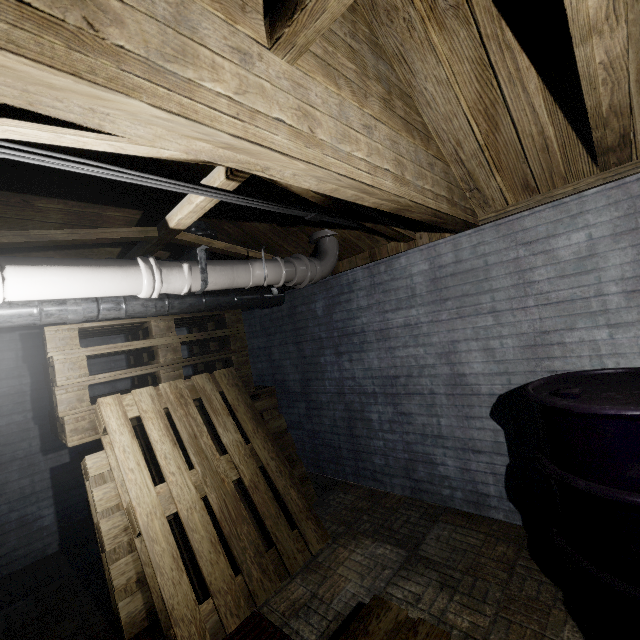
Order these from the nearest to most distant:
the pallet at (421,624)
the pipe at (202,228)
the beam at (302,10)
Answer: the beam at (302,10), the pallet at (421,624), the pipe at (202,228)

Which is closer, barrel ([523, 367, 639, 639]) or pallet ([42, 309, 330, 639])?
barrel ([523, 367, 639, 639])

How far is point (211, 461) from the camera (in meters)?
2.12

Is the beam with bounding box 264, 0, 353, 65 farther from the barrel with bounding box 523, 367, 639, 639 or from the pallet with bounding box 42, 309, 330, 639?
the pallet with bounding box 42, 309, 330, 639

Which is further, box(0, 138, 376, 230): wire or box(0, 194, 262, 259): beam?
box(0, 194, 262, 259): beam

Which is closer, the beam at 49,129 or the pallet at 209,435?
the beam at 49,129

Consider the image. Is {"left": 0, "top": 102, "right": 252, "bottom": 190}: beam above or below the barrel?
above

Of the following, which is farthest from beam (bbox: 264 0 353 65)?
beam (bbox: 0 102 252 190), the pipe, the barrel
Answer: the pipe
